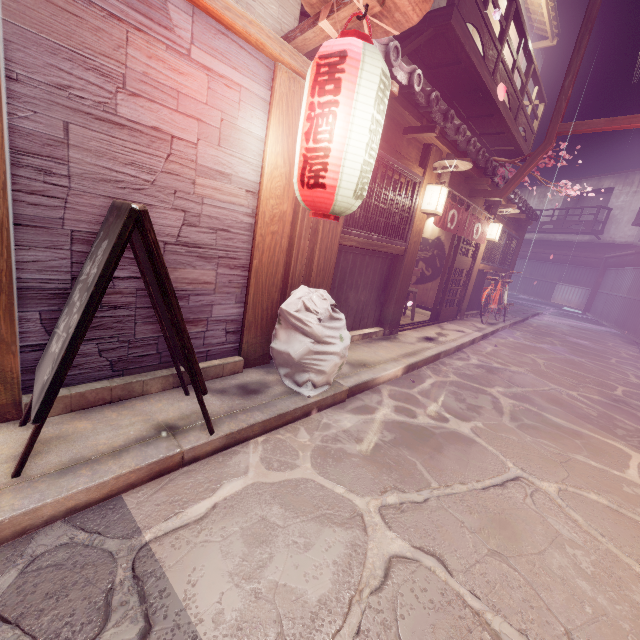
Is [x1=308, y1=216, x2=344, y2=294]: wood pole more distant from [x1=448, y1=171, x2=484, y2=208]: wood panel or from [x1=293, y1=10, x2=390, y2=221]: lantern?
[x1=448, y1=171, x2=484, y2=208]: wood panel

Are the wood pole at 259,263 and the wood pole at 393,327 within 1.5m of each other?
no

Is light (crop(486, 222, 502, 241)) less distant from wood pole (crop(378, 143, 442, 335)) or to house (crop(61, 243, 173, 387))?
wood pole (crop(378, 143, 442, 335))

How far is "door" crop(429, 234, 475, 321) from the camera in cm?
1359

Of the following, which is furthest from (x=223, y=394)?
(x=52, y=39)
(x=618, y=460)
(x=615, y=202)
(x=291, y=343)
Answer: (x=615, y=202)

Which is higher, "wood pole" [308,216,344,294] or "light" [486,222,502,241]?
"light" [486,222,502,241]

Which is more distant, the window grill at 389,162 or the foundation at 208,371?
the window grill at 389,162

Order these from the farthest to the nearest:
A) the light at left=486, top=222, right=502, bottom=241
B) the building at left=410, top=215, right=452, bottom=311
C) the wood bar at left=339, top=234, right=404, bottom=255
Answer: the building at left=410, top=215, right=452, bottom=311 → the light at left=486, top=222, right=502, bottom=241 → the wood bar at left=339, top=234, right=404, bottom=255
